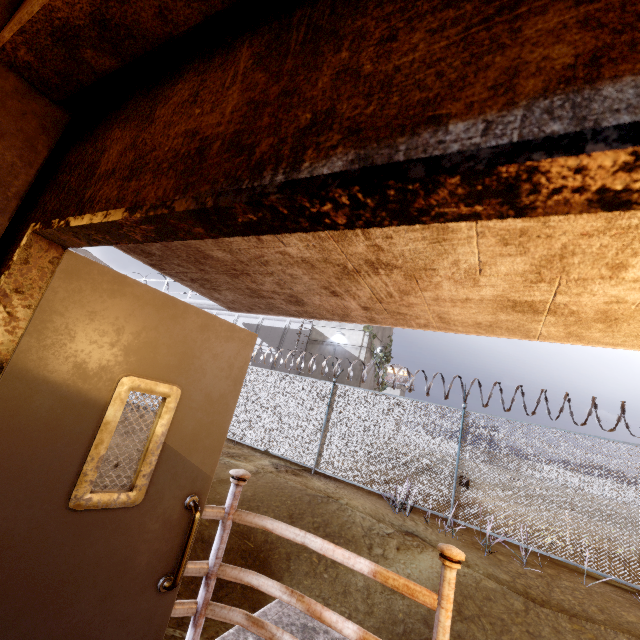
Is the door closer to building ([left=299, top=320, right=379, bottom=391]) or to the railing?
the railing

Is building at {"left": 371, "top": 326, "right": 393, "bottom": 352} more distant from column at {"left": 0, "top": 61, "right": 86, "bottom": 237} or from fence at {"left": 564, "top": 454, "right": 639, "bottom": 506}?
column at {"left": 0, "top": 61, "right": 86, "bottom": 237}

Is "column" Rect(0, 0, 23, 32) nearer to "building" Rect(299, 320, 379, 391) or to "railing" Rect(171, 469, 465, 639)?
"railing" Rect(171, 469, 465, 639)

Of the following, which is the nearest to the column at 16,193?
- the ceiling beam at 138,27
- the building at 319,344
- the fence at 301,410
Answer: the ceiling beam at 138,27

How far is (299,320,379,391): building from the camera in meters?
18.5 m

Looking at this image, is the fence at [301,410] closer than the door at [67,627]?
No

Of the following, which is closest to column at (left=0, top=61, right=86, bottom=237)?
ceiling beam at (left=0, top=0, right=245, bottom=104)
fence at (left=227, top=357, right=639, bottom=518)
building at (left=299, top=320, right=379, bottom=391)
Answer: ceiling beam at (left=0, top=0, right=245, bottom=104)

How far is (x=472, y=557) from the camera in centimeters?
651cm
